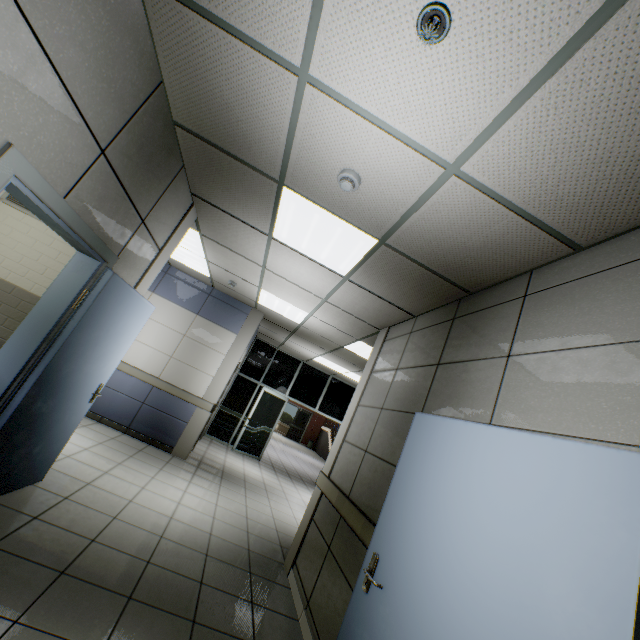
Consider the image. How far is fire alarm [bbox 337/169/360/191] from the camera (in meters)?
2.24

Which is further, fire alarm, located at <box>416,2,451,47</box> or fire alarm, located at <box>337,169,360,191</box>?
fire alarm, located at <box>337,169,360,191</box>

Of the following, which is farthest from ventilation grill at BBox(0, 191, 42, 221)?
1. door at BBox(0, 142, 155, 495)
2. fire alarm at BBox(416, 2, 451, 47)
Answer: fire alarm at BBox(416, 2, 451, 47)

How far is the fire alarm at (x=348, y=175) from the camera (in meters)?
2.24

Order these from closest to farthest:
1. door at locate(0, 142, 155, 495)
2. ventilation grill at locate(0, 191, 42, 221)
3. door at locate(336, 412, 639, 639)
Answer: door at locate(336, 412, 639, 639) < door at locate(0, 142, 155, 495) < ventilation grill at locate(0, 191, 42, 221)

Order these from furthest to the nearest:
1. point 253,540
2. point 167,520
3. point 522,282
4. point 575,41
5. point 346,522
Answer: point 253,540 → point 167,520 → point 346,522 → point 522,282 → point 575,41

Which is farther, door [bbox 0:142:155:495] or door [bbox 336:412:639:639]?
door [bbox 0:142:155:495]

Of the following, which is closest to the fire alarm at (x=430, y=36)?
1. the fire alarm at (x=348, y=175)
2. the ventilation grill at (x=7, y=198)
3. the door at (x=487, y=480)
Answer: the fire alarm at (x=348, y=175)
